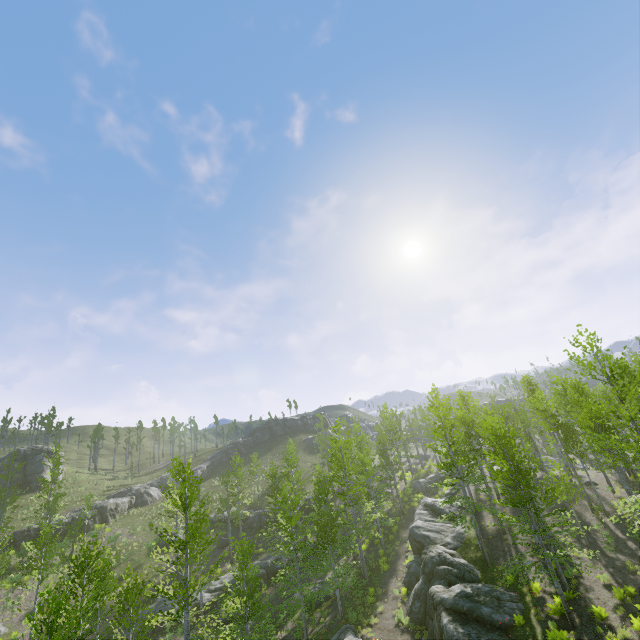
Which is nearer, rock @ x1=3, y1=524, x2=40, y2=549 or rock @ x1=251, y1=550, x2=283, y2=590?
rock @ x1=251, y1=550, x2=283, y2=590

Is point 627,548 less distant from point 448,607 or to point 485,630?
point 485,630

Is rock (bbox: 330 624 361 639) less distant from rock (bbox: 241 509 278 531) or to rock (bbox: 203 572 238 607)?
rock (bbox: 203 572 238 607)

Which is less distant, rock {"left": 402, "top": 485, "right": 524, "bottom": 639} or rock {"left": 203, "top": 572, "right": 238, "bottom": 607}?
rock {"left": 402, "top": 485, "right": 524, "bottom": 639}

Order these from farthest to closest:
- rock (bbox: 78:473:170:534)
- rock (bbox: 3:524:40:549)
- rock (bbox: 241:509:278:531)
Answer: rock (bbox: 78:473:170:534)
rock (bbox: 241:509:278:531)
rock (bbox: 3:524:40:549)

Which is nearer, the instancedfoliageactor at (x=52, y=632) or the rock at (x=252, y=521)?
the instancedfoliageactor at (x=52, y=632)

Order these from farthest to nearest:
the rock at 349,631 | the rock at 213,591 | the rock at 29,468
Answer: the rock at 29,468
the rock at 213,591
the rock at 349,631

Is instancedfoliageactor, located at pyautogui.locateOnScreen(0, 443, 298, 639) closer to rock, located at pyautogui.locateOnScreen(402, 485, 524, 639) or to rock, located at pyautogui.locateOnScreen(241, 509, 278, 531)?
rock, located at pyautogui.locateOnScreen(402, 485, 524, 639)
